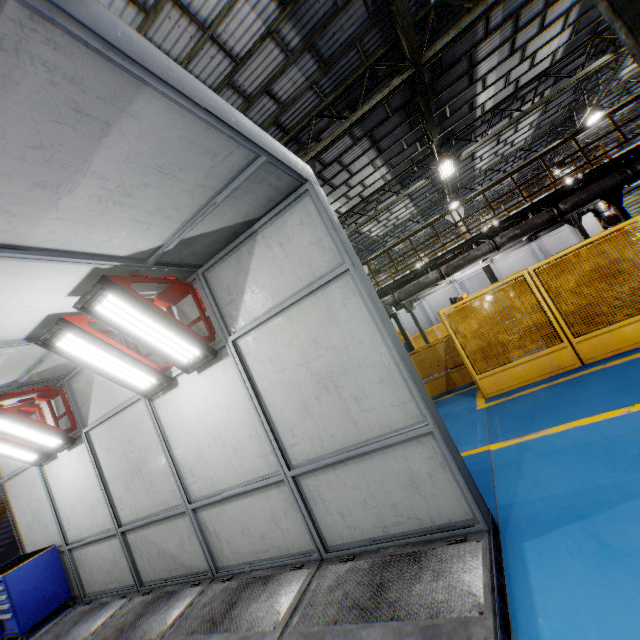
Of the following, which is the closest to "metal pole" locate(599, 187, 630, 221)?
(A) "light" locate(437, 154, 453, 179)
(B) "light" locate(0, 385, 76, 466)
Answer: (A) "light" locate(437, 154, 453, 179)

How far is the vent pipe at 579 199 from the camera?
9.77m

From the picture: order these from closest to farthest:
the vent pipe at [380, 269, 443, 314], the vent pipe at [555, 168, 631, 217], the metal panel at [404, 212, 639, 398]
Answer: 1. the metal panel at [404, 212, 639, 398]
2. the vent pipe at [555, 168, 631, 217]
3. the vent pipe at [380, 269, 443, 314]

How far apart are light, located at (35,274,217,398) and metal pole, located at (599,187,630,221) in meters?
12.8

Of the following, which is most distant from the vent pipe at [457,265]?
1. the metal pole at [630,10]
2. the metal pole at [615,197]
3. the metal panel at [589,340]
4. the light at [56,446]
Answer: the light at [56,446]

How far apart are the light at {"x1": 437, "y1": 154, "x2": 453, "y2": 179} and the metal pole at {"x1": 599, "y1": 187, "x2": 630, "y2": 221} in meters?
5.2

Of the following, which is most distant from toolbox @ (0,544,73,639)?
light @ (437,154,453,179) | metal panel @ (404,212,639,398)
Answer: light @ (437,154,453,179)

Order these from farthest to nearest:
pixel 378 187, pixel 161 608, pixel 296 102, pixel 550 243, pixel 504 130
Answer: pixel 550 243, pixel 378 187, pixel 504 130, pixel 296 102, pixel 161 608
